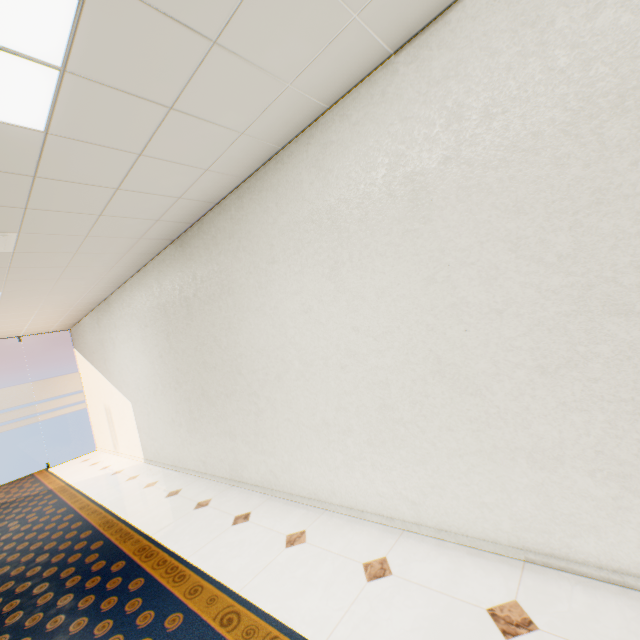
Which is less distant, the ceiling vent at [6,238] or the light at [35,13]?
the light at [35,13]

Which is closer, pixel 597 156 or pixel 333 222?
pixel 597 156

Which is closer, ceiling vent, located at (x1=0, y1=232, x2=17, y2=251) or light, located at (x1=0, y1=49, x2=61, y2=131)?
light, located at (x1=0, y1=49, x2=61, y2=131)
